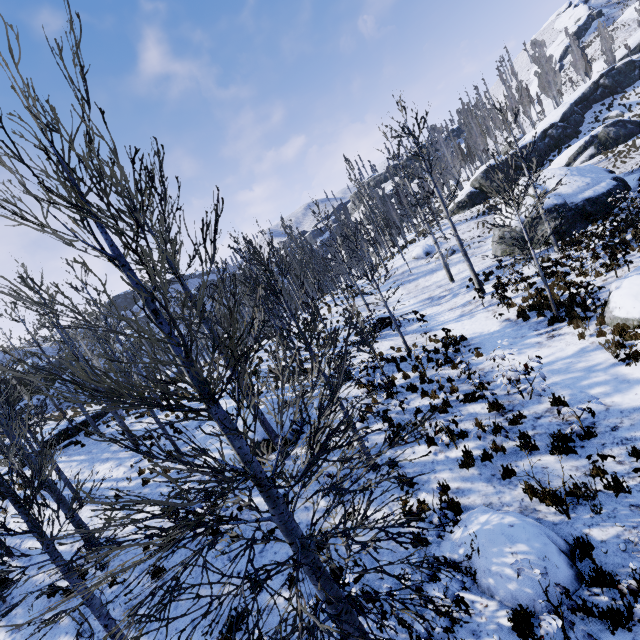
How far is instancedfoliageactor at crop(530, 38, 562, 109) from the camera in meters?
48.1

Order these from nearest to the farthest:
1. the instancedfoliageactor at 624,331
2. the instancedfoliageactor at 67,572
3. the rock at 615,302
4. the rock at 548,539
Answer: the instancedfoliageactor at 67,572 → the rock at 548,539 → the instancedfoliageactor at 624,331 → the rock at 615,302

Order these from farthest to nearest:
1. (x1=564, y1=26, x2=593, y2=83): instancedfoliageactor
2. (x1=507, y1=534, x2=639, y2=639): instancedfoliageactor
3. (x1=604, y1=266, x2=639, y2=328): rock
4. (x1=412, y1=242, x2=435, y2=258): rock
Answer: (x1=564, y1=26, x2=593, y2=83): instancedfoliageactor, (x1=412, y1=242, x2=435, y2=258): rock, (x1=604, y1=266, x2=639, y2=328): rock, (x1=507, y1=534, x2=639, y2=639): instancedfoliageactor

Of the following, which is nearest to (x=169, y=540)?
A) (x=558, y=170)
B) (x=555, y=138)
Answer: (x=558, y=170)

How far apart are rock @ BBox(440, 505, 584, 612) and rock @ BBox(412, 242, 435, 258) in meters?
27.8 m

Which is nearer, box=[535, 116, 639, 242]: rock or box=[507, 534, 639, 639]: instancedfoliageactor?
box=[507, 534, 639, 639]: instancedfoliageactor

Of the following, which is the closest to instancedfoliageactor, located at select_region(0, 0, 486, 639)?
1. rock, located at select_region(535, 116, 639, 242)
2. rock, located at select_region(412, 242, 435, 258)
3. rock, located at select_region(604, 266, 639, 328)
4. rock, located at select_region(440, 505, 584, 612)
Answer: rock, located at select_region(535, 116, 639, 242)

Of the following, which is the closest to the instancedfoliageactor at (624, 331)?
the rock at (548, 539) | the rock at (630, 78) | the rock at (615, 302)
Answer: the rock at (630, 78)
